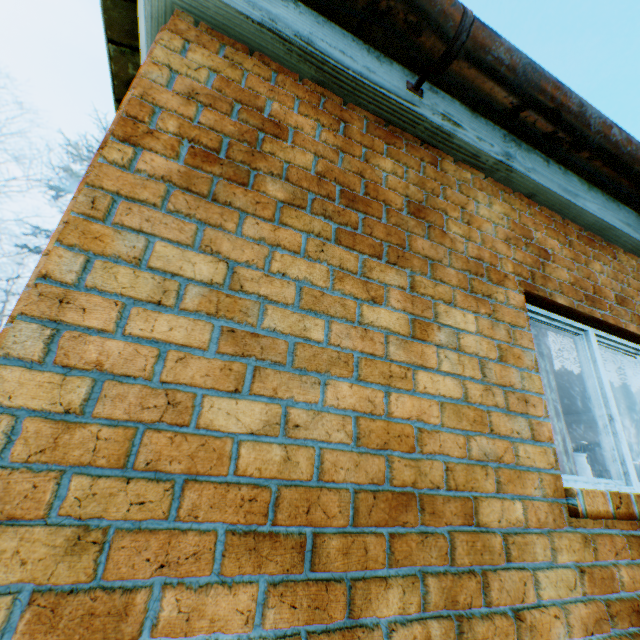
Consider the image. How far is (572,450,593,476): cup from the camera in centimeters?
229cm

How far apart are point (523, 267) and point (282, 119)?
1.9m

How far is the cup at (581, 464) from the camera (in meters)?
2.29

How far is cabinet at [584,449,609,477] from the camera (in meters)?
12.11

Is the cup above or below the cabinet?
below

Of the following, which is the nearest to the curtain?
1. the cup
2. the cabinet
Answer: the cup

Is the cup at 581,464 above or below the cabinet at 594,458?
below
